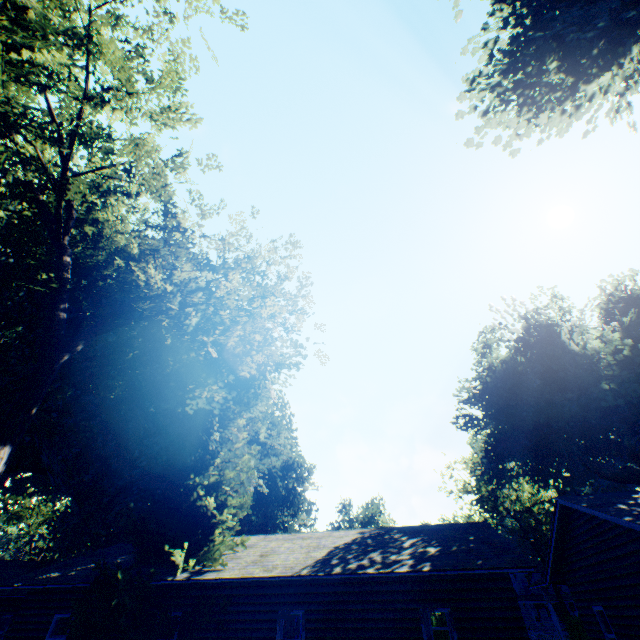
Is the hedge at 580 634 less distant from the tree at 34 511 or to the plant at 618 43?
the plant at 618 43

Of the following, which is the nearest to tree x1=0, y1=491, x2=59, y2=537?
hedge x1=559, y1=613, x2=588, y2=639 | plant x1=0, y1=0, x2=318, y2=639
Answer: plant x1=0, y1=0, x2=318, y2=639

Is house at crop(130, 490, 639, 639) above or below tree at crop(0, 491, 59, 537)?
below

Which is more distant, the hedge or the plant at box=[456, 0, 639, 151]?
the hedge

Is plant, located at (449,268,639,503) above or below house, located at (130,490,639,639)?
above

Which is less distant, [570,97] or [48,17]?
[48,17]

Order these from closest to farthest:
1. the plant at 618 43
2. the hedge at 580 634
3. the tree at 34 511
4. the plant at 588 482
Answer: the plant at 618 43, the plant at 588 482, the hedge at 580 634, the tree at 34 511
